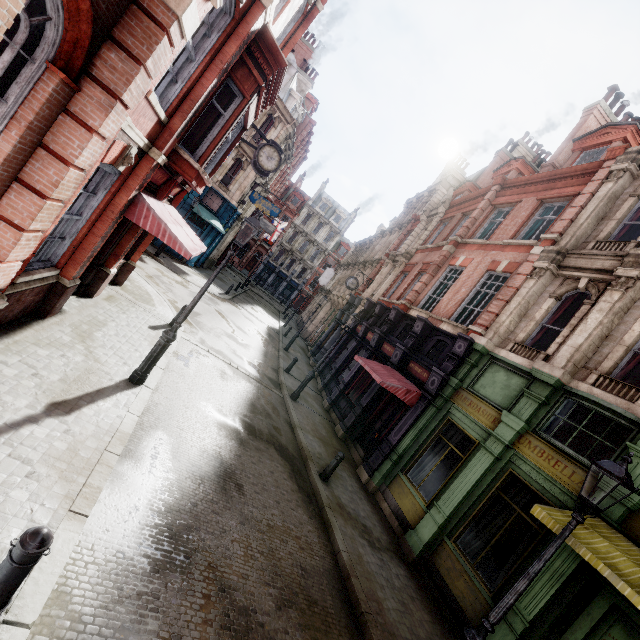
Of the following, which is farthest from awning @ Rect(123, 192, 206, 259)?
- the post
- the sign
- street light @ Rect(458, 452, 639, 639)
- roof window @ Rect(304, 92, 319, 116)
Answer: roof window @ Rect(304, 92, 319, 116)

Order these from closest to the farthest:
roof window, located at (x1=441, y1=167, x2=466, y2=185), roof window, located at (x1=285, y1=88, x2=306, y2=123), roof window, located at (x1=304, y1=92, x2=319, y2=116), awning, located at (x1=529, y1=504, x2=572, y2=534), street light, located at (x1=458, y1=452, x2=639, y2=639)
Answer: street light, located at (x1=458, y1=452, x2=639, y2=639) → awning, located at (x1=529, y1=504, x2=572, y2=534) → roof window, located at (x1=285, y1=88, x2=306, y2=123) → roof window, located at (x1=441, y1=167, x2=466, y2=185) → roof window, located at (x1=304, y1=92, x2=319, y2=116)

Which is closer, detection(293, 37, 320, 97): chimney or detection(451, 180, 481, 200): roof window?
detection(451, 180, 481, 200): roof window

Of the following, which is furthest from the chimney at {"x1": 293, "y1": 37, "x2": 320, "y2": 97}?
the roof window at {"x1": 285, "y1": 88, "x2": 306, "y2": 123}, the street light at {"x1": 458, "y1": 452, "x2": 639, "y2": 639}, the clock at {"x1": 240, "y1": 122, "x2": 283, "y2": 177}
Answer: the street light at {"x1": 458, "y1": 452, "x2": 639, "y2": 639}

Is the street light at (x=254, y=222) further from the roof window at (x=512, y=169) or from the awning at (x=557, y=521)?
the roof window at (x=512, y=169)

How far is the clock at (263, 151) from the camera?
12.5m

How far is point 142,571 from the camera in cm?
405

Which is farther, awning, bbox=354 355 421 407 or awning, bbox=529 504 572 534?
awning, bbox=354 355 421 407
